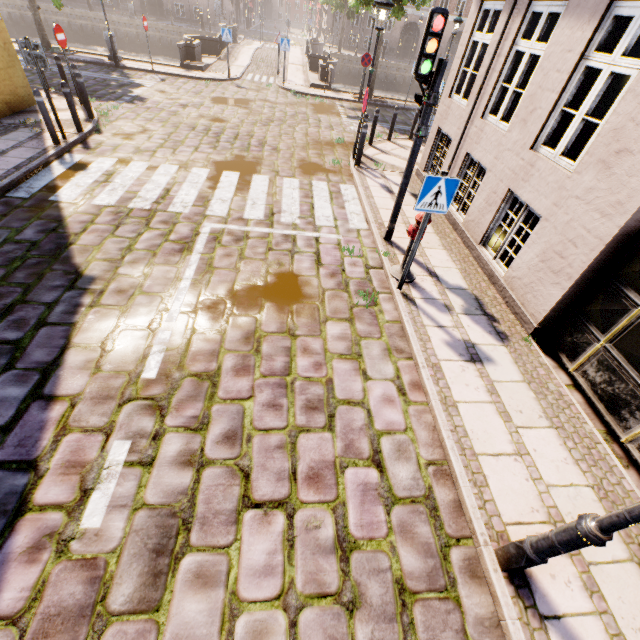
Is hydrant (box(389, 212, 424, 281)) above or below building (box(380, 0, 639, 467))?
below

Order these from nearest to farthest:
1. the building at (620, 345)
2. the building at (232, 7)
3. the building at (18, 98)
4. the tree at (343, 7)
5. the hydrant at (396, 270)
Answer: the building at (620, 345), the hydrant at (396, 270), the building at (18, 98), the tree at (343, 7), the building at (232, 7)

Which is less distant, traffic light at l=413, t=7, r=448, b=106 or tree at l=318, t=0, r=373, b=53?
traffic light at l=413, t=7, r=448, b=106

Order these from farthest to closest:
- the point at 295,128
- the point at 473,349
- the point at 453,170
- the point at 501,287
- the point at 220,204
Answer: the point at 295,128 < the point at 453,170 < the point at 220,204 < the point at 501,287 < the point at 473,349

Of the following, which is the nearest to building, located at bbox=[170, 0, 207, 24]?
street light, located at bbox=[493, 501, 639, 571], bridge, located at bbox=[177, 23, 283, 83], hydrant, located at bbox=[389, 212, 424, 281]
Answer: bridge, located at bbox=[177, 23, 283, 83]

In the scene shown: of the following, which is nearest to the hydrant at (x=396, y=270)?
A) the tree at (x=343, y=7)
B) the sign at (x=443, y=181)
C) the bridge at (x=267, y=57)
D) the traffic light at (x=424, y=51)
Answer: the sign at (x=443, y=181)

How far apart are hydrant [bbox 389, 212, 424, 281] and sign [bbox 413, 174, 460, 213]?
0.49m

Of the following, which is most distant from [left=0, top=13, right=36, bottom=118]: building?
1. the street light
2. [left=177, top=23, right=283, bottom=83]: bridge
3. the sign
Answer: the street light
